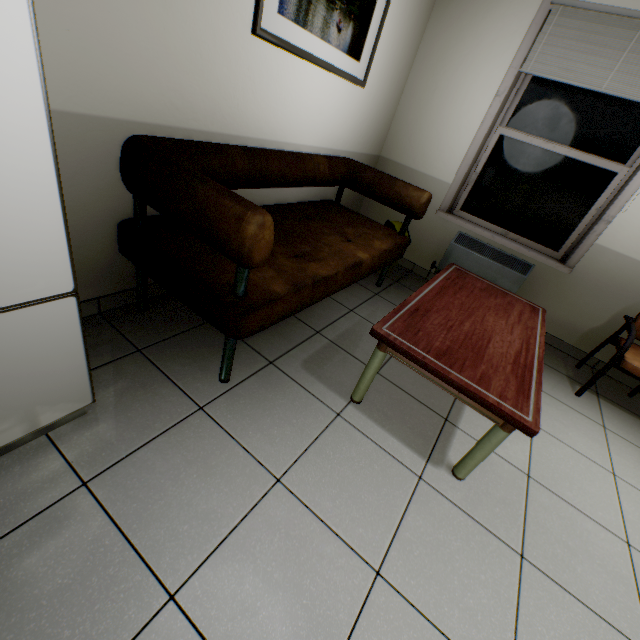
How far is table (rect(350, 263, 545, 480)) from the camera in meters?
1.4 m

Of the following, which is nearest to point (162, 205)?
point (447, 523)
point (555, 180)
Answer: point (447, 523)

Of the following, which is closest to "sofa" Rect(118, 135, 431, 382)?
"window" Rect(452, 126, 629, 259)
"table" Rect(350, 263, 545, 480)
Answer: "table" Rect(350, 263, 545, 480)

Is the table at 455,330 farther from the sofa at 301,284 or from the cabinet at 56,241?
the cabinet at 56,241

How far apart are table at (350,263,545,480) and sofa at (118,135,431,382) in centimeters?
39cm

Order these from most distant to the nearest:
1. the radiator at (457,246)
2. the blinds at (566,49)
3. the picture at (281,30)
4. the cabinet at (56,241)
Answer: the radiator at (457,246)
the blinds at (566,49)
the picture at (281,30)
the cabinet at (56,241)

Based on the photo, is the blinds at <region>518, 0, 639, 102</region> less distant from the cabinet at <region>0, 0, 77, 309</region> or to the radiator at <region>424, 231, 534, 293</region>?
the radiator at <region>424, 231, 534, 293</region>

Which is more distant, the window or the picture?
the window
